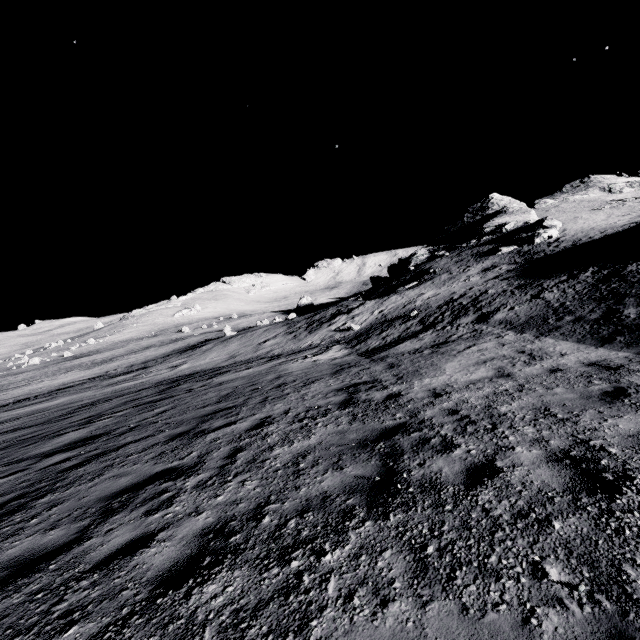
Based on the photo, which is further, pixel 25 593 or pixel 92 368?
pixel 92 368

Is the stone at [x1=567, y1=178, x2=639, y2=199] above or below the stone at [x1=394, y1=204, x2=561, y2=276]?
above

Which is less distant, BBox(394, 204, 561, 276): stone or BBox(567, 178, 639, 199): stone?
BBox(394, 204, 561, 276): stone

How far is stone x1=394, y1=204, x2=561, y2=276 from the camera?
37.1m

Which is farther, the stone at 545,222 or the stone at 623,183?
the stone at 623,183

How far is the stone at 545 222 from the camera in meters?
37.1 m
